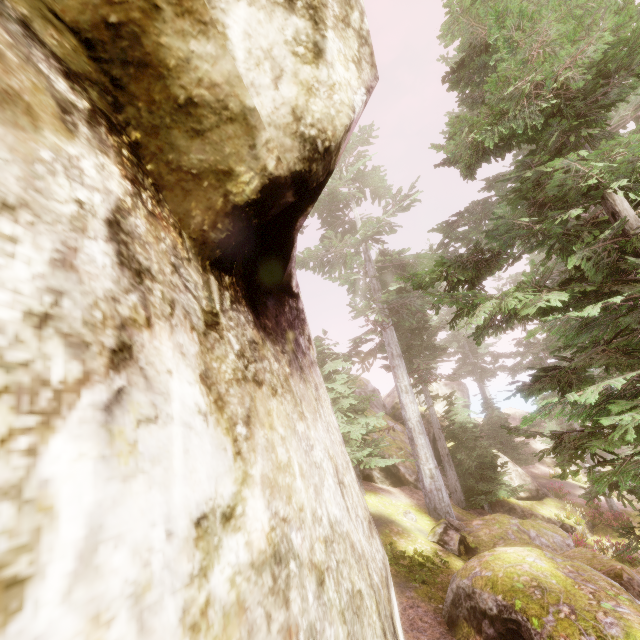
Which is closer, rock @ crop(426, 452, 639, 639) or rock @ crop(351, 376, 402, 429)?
rock @ crop(426, 452, 639, 639)

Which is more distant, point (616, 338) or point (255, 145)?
point (616, 338)

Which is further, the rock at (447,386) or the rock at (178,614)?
the rock at (447,386)

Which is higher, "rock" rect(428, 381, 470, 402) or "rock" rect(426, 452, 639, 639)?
"rock" rect(428, 381, 470, 402)

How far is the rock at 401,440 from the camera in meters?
19.4 m

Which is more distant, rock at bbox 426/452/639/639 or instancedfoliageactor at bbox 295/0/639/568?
rock at bbox 426/452/639/639

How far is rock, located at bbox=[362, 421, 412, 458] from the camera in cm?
1936
